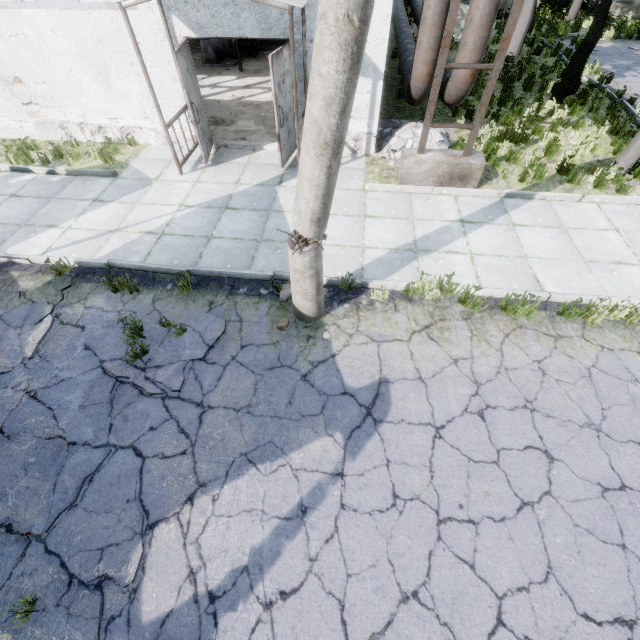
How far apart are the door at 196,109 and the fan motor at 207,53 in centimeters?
671cm

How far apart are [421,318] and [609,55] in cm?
1808

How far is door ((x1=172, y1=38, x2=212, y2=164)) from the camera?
6.6m

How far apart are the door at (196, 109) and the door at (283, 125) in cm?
170

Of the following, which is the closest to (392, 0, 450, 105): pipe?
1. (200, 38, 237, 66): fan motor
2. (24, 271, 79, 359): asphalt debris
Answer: (24, 271, 79, 359): asphalt debris

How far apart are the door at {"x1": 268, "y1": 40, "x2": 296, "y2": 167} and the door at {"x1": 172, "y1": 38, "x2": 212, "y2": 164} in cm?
170

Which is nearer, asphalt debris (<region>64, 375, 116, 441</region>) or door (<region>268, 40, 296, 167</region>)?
asphalt debris (<region>64, 375, 116, 441</region>)

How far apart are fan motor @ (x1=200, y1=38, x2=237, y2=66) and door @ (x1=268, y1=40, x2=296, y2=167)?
7.55m
